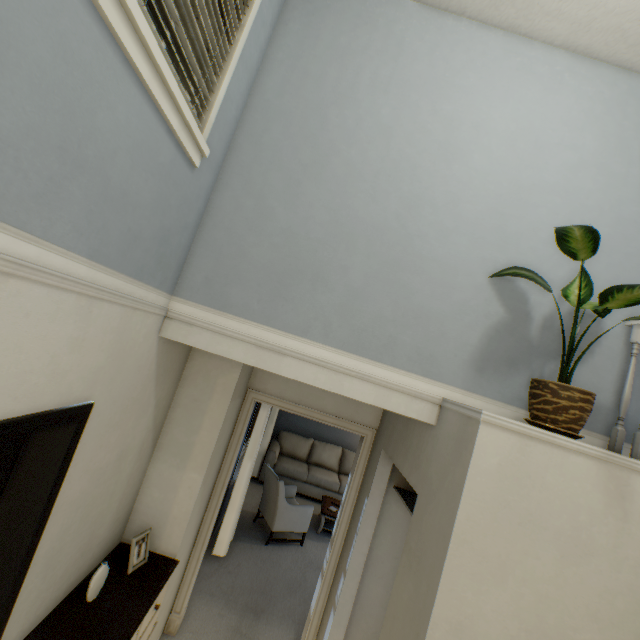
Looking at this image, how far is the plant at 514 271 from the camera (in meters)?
1.79

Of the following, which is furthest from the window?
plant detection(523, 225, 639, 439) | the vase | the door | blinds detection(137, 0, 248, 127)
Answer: the vase

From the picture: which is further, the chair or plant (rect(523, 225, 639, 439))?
the chair

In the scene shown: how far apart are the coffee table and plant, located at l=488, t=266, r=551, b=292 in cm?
441

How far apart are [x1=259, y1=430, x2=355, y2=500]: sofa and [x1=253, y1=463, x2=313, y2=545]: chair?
1.0m

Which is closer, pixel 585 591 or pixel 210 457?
pixel 585 591

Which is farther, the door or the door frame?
the door frame

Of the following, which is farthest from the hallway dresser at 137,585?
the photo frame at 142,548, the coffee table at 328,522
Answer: the coffee table at 328,522
